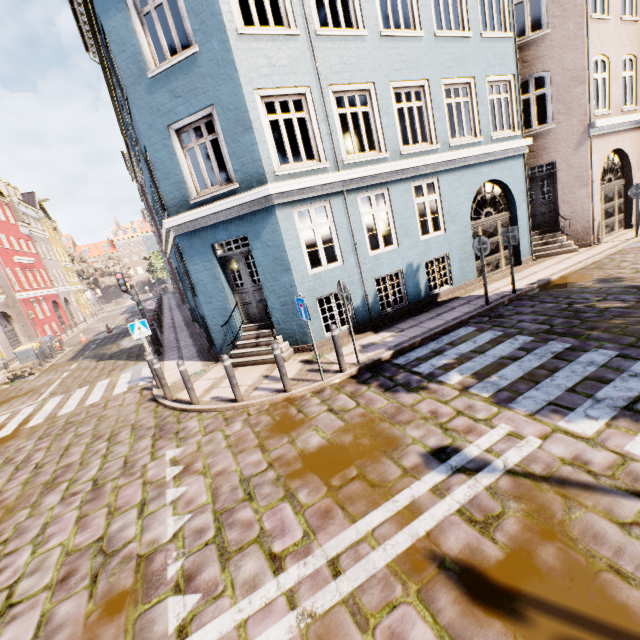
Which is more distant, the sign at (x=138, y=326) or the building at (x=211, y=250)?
the sign at (x=138, y=326)

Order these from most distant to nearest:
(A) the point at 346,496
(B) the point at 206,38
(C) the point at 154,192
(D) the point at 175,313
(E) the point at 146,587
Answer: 1. (D) the point at 175,313
2. (C) the point at 154,192
3. (B) the point at 206,38
4. (A) the point at 346,496
5. (E) the point at 146,587

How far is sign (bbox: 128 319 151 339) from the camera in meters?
9.4

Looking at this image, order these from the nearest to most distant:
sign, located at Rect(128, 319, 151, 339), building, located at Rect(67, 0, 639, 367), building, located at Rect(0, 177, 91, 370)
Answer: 1. building, located at Rect(67, 0, 639, 367)
2. sign, located at Rect(128, 319, 151, 339)
3. building, located at Rect(0, 177, 91, 370)

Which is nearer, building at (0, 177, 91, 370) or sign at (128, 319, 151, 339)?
sign at (128, 319, 151, 339)

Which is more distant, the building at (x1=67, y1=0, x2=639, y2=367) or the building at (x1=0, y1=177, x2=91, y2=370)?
the building at (x1=0, y1=177, x2=91, y2=370)
